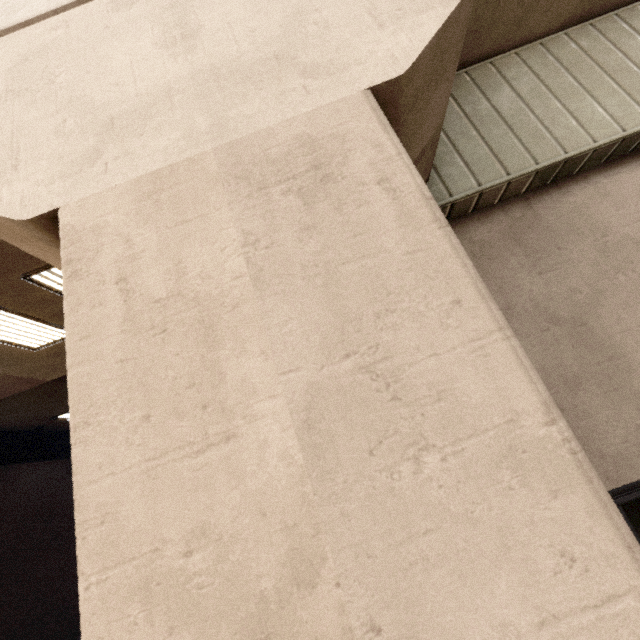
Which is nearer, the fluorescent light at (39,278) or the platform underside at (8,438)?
the fluorescent light at (39,278)

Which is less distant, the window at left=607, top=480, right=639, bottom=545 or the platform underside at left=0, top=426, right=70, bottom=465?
the window at left=607, top=480, right=639, bottom=545

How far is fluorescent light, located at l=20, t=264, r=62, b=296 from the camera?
4.8m

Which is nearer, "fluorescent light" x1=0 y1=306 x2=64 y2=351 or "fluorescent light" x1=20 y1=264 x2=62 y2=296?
"fluorescent light" x1=20 y1=264 x2=62 y2=296

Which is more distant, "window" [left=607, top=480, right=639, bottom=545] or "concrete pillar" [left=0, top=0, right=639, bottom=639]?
"window" [left=607, top=480, right=639, bottom=545]

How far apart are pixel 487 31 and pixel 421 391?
4.83m

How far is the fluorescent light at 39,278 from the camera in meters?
4.8 m

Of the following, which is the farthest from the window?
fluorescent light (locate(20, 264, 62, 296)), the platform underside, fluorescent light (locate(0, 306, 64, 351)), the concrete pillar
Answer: the platform underside
